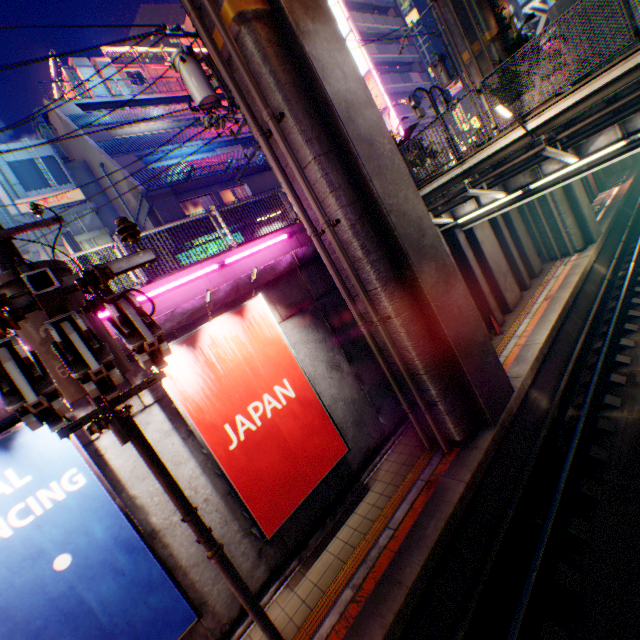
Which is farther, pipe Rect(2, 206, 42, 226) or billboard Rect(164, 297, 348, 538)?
pipe Rect(2, 206, 42, 226)

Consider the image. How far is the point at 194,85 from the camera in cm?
1039

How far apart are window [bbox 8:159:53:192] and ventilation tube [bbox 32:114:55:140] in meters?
4.7

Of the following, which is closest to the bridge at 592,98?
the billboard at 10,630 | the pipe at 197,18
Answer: the pipe at 197,18

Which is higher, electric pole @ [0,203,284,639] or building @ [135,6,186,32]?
building @ [135,6,186,32]

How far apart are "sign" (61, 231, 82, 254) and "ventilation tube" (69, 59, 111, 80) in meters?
13.8 m

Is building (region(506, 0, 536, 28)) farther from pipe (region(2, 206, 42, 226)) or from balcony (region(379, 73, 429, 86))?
pipe (region(2, 206, 42, 226))

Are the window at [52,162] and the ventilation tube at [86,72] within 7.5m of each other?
no
